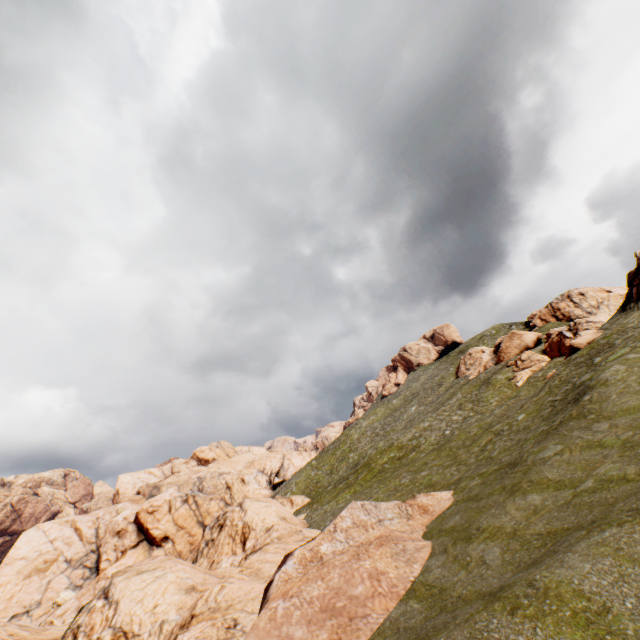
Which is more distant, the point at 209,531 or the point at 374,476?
the point at 374,476

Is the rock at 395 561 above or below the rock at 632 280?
below

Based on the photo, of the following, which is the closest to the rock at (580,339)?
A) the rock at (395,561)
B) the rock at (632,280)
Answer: the rock at (632,280)

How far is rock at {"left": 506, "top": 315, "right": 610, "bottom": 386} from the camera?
31.7m

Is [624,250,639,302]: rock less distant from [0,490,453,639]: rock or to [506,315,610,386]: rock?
[506,315,610,386]: rock

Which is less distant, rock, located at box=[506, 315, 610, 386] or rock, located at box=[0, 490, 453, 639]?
rock, located at box=[0, 490, 453, 639]

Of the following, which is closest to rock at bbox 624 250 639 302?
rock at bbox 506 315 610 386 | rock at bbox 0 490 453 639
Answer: rock at bbox 506 315 610 386
